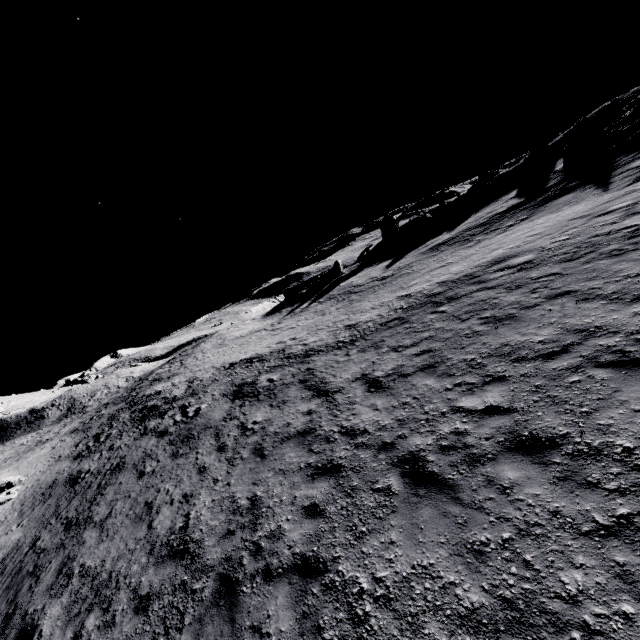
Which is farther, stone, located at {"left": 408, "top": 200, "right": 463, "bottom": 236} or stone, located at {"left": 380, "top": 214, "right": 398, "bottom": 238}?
stone, located at {"left": 380, "top": 214, "right": 398, "bottom": 238}

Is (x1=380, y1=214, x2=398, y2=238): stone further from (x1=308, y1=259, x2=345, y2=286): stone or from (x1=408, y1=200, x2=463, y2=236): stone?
(x1=308, y1=259, x2=345, y2=286): stone

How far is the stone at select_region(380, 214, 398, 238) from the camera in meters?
52.4 m

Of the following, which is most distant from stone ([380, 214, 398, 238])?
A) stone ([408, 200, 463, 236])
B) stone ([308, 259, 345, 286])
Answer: stone ([308, 259, 345, 286])

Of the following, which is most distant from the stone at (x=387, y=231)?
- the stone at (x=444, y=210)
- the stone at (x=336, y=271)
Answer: the stone at (x=336, y=271)

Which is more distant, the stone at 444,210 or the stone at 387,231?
the stone at 387,231

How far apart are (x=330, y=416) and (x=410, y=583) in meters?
5.4 m
